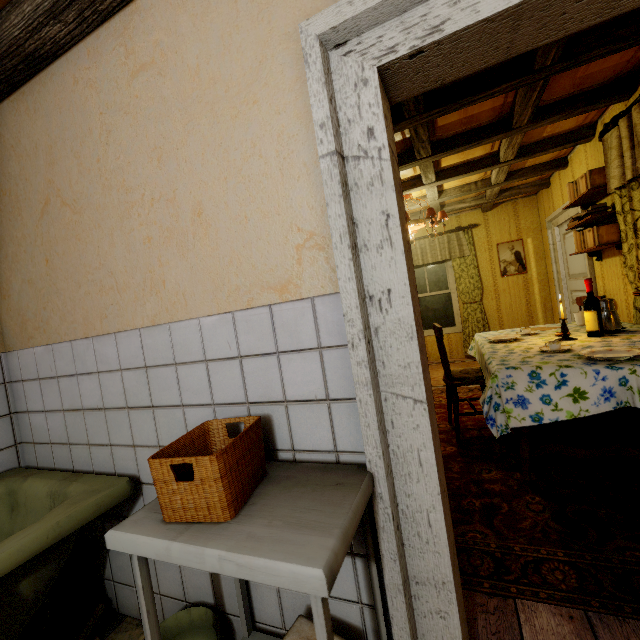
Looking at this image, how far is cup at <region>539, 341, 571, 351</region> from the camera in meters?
2.2 m

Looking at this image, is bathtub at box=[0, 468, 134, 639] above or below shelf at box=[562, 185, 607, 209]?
below

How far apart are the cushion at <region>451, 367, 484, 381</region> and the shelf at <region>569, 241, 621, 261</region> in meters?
1.5

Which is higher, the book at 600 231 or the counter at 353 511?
the book at 600 231

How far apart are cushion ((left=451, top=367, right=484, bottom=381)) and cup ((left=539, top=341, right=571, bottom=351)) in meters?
0.7

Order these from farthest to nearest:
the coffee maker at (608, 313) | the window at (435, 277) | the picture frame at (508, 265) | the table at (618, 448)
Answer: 1. the window at (435, 277)
2. the picture frame at (508, 265)
3. the coffee maker at (608, 313)
4. the table at (618, 448)

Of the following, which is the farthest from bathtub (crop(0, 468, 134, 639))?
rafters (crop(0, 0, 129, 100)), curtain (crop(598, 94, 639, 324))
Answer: curtain (crop(598, 94, 639, 324))

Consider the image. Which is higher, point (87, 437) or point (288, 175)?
point (288, 175)
